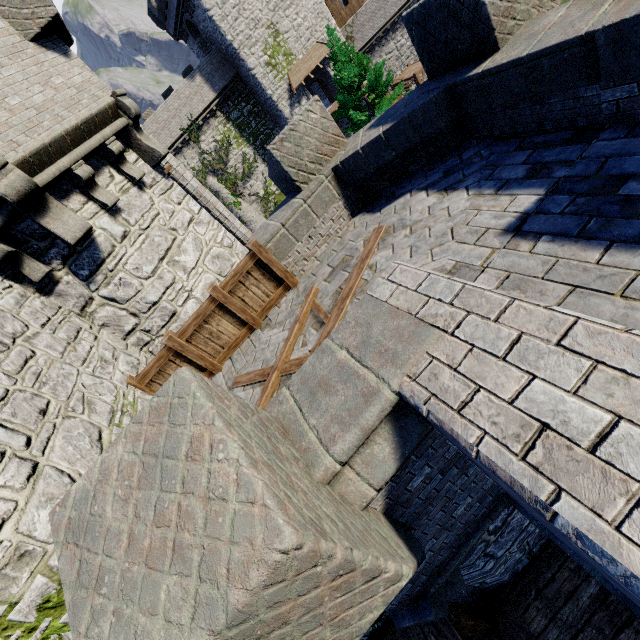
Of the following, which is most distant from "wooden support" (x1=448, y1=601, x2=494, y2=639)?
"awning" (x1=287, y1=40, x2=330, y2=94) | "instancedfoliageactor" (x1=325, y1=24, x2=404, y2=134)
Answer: "awning" (x1=287, y1=40, x2=330, y2=94)

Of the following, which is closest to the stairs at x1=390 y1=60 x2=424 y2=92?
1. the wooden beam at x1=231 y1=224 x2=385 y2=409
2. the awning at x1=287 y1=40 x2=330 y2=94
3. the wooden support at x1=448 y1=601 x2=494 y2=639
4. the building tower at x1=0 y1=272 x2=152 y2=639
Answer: the awning at x1=287 y1=40 x2=330 y2=94

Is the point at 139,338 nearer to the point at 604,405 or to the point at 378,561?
the point at 378,561

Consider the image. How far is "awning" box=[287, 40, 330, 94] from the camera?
30.6m

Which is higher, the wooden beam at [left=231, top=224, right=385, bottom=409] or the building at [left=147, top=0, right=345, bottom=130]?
the building at [left=147, top=0, right=345, bottom=130]

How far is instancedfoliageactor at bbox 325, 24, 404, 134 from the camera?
16.88m

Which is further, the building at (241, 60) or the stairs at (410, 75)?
the stairs at (410, 75)

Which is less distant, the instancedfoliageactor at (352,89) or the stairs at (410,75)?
the instancedfoliageactor at (352,89)
